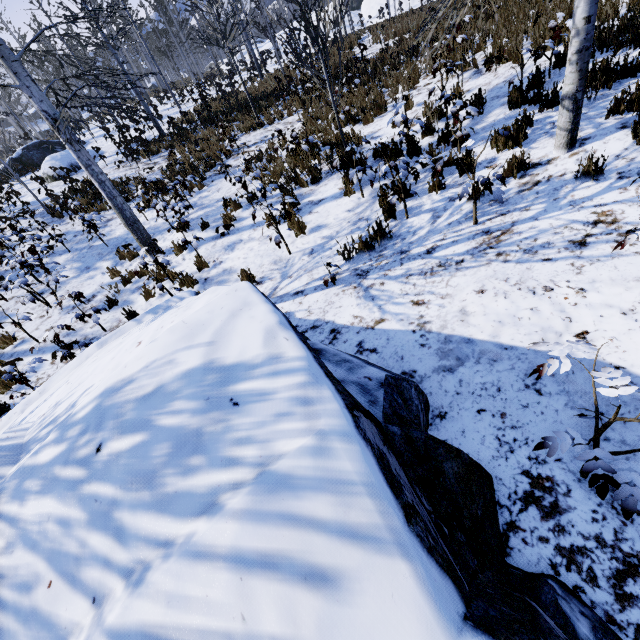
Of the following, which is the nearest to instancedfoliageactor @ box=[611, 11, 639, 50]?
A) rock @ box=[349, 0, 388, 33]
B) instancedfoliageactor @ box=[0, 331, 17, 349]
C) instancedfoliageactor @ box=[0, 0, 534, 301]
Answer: instancedfoliageactor @ box=[0, 0, 534, 301]

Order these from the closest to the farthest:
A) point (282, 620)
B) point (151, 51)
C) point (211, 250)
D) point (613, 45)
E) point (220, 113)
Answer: point (282, 620)
point (613, 45)
point (211, 250)
point (220, 113)
point (151, 51)

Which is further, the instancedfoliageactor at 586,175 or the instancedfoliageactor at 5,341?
the instancedfoliageactor at 5,341

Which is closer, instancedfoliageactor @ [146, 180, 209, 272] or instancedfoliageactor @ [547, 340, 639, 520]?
instancedfoliageactor @ [547, 340, 639, 520]

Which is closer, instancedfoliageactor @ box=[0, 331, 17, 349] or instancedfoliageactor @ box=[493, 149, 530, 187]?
instancedfoliageactor @ box=[493, 149, 530, 187]

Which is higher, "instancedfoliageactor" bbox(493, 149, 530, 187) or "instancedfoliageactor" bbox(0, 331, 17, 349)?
"instancedfoliageactor" bbox(493, 149, 530, 187)

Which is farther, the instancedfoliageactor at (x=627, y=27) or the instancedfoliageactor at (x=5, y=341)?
the instancedfoliageactor at (x=5, y=341)

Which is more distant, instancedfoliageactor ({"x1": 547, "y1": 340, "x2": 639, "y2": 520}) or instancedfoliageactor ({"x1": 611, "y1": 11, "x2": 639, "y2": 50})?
instancedfoliageactor ({"x1": 611, "y1": 11, "x2": 639, "y2": 50})
